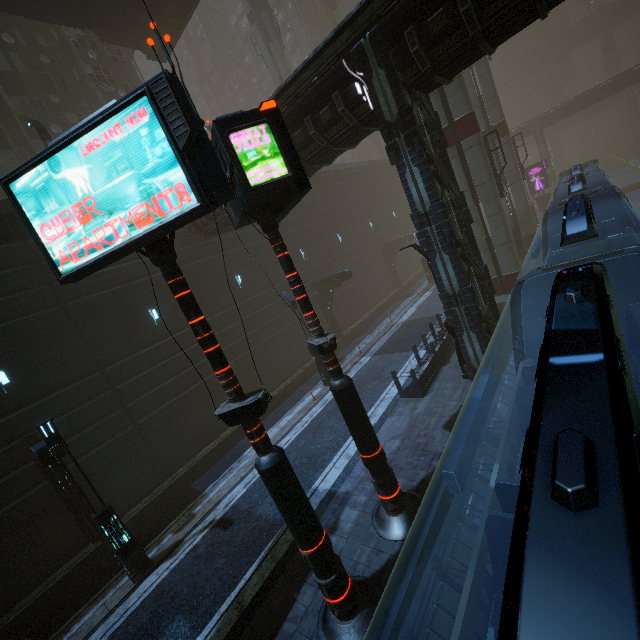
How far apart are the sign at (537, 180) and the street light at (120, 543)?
47.98m

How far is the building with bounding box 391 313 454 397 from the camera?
12.7m

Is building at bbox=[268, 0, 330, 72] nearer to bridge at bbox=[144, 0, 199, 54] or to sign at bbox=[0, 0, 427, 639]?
sign at bbox=[0, 0, 427, 639]

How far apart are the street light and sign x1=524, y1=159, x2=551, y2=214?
48.0m

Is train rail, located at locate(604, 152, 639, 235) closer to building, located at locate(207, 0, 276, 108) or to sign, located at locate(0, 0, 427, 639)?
building, located at locate(207, 0, 276, 108)

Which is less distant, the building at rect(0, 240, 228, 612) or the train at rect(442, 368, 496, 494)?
the train at rect(442, 368, 496, 494)

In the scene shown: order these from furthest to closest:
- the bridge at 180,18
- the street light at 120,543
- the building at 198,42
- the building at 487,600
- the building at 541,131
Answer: the building at 198,42
the building at 541,131
the bridge at 180,18
the street light at 120,543
the building at 487,600

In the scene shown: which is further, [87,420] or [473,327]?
[87,420]
